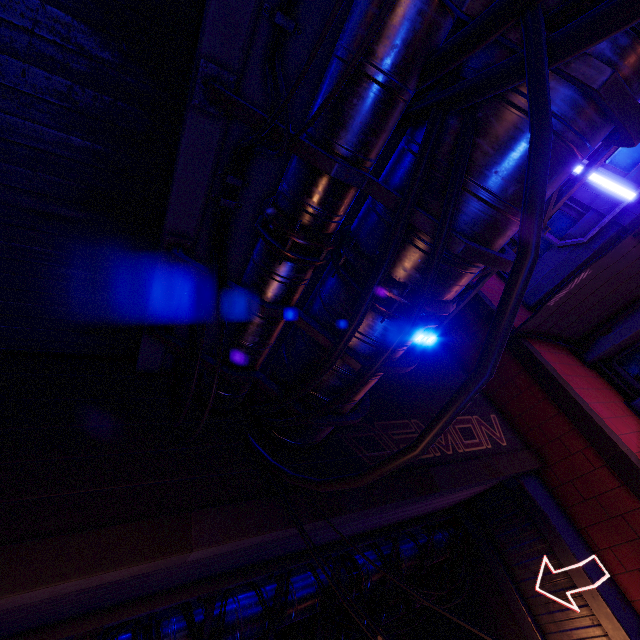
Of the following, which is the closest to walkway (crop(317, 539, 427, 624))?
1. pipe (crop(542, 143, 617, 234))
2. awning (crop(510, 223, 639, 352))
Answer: pipe (crop(542, 143, 617, 234))

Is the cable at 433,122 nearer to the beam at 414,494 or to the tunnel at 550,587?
the beam at 414,494

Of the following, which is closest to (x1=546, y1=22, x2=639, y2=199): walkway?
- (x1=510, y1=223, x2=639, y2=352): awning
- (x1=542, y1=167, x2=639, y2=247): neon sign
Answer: (x1=510, y1=223, x2=639, y2=352): awning

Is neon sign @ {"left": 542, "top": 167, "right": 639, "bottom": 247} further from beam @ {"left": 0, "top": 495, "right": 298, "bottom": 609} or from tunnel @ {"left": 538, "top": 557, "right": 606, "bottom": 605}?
tunnel @ {"left": 538, "top": 557, "right": 606, "bottom": 605}

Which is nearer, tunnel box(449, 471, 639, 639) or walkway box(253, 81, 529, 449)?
walkway box(253, 81, 529, 449)

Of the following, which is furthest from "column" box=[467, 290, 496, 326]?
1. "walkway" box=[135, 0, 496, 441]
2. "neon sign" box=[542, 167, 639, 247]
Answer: "walkway" box=[135, 0, 496, 441]

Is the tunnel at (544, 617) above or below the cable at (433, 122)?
below

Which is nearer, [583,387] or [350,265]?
[350,265]
